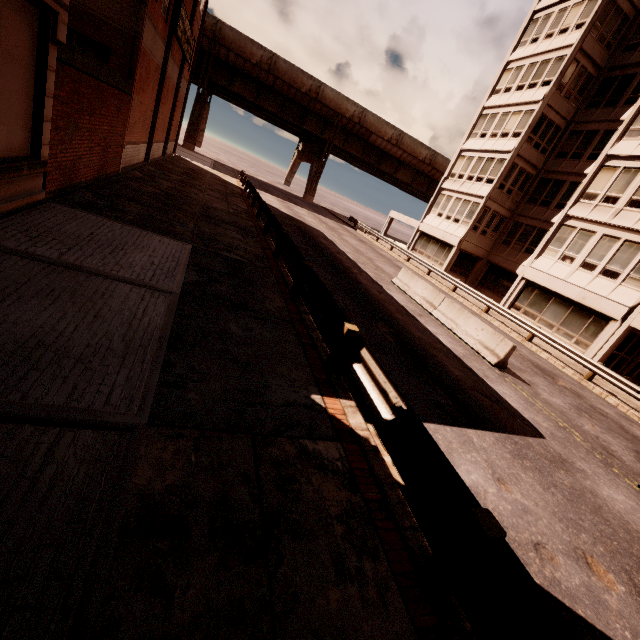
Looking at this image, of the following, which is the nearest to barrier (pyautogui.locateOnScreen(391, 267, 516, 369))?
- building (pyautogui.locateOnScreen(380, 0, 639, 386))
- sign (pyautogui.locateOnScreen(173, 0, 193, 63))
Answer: building (pyautogui.locateOnScreen(380, 0, 639, 386))

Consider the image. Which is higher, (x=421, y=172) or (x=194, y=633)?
(x=421, y=172)

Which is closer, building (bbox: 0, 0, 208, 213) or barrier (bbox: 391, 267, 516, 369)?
building (bbox: 0, 0, 208, 213)

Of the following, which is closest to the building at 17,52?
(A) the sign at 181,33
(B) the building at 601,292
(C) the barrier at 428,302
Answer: (A) the sign at 181,33

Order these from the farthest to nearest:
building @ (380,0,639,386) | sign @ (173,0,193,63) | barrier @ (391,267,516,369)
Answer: building @ (380,0,639,386)
sign @ (173,0,193,63)
barrier @ (391,267,516,369)

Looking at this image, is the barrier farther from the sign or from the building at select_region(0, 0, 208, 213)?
the sign

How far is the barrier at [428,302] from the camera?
11.45m
